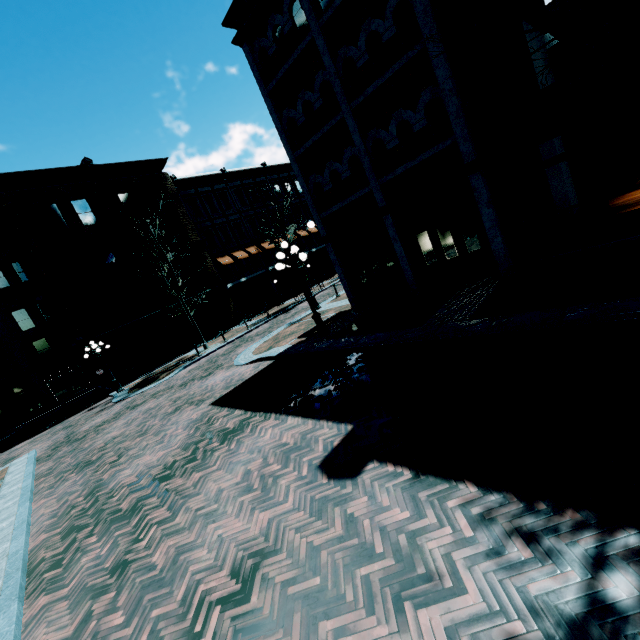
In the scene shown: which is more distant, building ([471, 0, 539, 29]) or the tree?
building ([471, 0, 539, 29])

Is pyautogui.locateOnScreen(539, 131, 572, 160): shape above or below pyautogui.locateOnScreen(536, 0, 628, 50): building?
below

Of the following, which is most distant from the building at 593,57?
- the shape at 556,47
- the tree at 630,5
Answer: the tree at 630,5

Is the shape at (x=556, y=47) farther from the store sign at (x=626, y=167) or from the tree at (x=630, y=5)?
the tree at (x=630, y=5)

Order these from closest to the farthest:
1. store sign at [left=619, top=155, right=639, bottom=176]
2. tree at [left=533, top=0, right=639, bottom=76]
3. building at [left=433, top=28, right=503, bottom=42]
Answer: tree at [left=533, top=0, right=639, bottom=76] → store sign at [left=619, top=155, right=639, bottom=176] → building at [left=433, top=28, right=503, bottom=42]

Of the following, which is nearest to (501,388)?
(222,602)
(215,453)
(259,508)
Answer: (259,508)

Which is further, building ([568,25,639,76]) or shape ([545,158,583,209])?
shape ([545,158,583,209])
